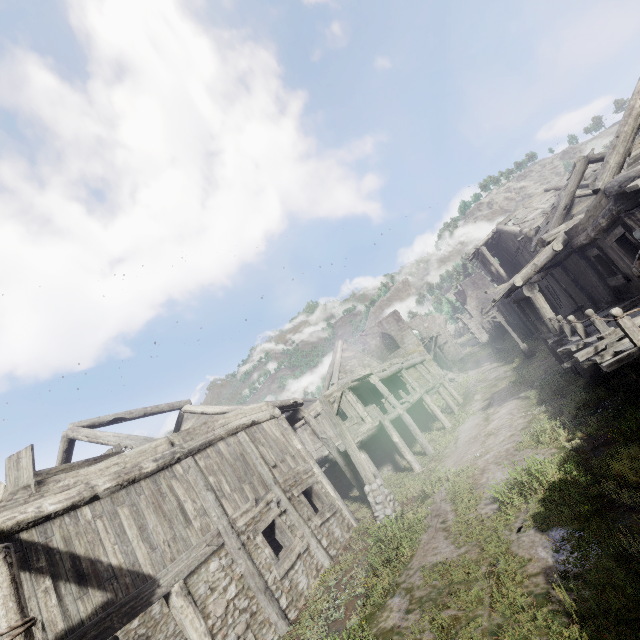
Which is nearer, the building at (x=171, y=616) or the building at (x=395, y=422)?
the building at (x=171, y=616)

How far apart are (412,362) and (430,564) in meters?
19.5 m

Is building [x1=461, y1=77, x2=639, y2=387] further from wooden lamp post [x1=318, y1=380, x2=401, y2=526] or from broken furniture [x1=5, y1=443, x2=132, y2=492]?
wooden lamp post [x1=318, y1=380, x2=401, y2=526]

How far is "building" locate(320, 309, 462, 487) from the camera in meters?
16.9 m

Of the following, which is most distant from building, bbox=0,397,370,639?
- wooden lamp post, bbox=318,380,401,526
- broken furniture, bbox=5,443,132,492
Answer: wooden lamp post, bbox=318,380,401,526

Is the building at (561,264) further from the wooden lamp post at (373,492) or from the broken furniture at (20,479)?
the wooden lamp post at (373,492)

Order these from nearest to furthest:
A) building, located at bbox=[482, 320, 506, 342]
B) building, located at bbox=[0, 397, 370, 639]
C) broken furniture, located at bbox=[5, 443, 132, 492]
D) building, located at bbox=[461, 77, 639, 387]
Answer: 1. building, located at bbox=[0, 397, 370, 639]
2. broken furniture, located at bbox=[5, 443, 132, 492]
3. building, located at bbox=[461, 77, 639, 387]
4. building, located at bbox=[482, 320, 506, 342]
